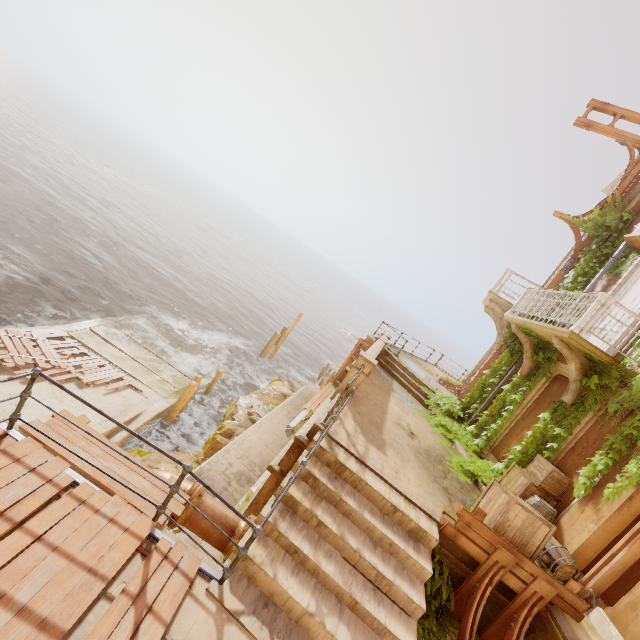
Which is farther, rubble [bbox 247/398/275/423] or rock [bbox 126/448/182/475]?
rubble [bbox 247/398/275/423]

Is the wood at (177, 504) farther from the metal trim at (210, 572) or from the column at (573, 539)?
the column at (573, 539)

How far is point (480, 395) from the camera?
12.46m

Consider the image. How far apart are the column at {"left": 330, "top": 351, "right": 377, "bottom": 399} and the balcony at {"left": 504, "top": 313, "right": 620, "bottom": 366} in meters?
4.5 m

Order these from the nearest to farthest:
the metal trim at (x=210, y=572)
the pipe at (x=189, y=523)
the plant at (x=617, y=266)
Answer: the metal trim at (x=210, y=572) < the pipe at (x=189, y=523) < the plant at (x=617, y=266)

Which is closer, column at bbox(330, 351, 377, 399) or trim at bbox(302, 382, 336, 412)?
column at bbox(330, 351, 377, 399)

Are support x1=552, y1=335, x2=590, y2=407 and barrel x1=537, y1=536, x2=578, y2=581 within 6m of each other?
yes

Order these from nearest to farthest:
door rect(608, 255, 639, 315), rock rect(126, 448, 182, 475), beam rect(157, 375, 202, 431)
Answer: door rect(608, 255, 639, 315) → rock rect(126, 448, 182, 475) → beam rect(157, 375, 202, 431)
